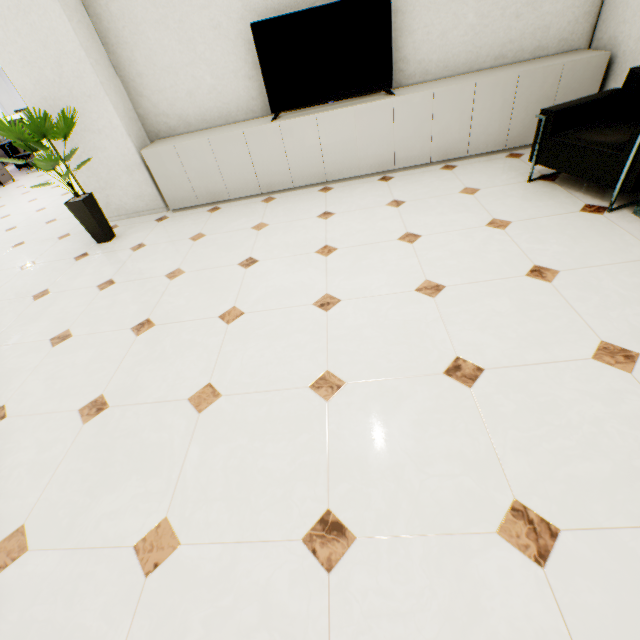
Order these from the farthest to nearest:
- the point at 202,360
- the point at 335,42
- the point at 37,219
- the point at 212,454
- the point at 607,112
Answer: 1. the point at 37,219
2. the point at 335,42
3. the point at 607,112
4. the point at 202,360
5. the point at 212,454

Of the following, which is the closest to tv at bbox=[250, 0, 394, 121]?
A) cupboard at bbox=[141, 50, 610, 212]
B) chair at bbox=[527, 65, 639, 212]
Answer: cupboard at bbox=[141, 50, 610, 212]

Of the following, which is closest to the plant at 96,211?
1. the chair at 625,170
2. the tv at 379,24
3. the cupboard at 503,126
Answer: Result: the cupboard at 503,126

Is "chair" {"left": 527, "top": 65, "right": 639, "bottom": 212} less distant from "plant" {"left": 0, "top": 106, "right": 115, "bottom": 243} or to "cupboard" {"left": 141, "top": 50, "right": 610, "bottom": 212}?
"cupboard" {"left": 141, "top": 50, "right": 610, "bottom": 212}

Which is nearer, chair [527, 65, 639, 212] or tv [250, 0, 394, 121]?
chair [527, 65, 639, 212]

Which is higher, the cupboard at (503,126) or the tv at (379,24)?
the tv at (379,24)

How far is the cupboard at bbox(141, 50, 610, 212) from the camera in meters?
3.4 m

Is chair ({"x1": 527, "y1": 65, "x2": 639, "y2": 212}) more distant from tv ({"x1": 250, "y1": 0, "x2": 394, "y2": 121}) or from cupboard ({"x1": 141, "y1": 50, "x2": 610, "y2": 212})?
tv ({"x1": 250, "y1": 0, "x2": 394, "y2": 121})
